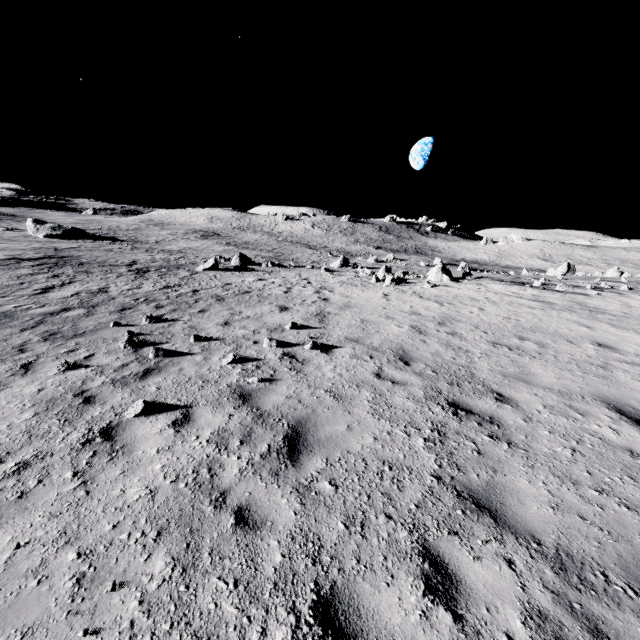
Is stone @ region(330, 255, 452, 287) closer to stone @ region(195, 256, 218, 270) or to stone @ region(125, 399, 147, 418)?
stone @ region(195, 256, 218, 270)

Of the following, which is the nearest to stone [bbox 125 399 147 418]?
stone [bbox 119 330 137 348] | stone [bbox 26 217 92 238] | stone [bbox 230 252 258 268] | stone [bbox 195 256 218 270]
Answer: stone [bbox 119 330 137 348]

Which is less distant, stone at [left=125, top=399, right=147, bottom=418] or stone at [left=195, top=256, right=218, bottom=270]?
stone at [left=125, top=399, right=147, bottom=418]

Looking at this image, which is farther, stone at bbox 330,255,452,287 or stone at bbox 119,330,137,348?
stone at bbox 330,255,452,287

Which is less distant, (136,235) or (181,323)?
(181,323)

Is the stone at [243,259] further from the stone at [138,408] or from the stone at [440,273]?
the stone at [138,408]

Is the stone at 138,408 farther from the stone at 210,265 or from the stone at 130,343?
the stone at 210,265

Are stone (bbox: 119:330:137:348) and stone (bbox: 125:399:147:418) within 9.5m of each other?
yes
